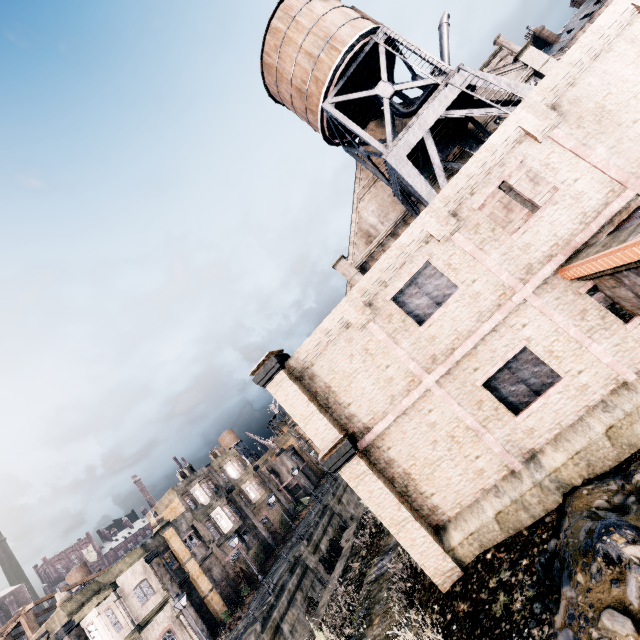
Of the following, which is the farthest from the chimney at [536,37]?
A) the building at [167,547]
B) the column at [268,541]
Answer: the building at [167,547]

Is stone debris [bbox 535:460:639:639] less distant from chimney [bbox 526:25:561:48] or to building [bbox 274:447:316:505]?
building [bbox 274:447:316:505]

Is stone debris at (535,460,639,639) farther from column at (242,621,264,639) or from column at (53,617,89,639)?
column at (53,617,89,639)

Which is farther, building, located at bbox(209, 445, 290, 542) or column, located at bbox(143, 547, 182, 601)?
building, located at bbox(209, 445, 290, 542)

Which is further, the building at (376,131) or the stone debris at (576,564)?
the building at (376,131)

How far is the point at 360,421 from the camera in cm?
1299

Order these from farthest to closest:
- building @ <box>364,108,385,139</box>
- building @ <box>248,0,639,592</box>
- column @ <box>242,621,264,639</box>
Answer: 1. building @ <box>364,108,385,139</box>
2. column @ <box>242,621,264,639</box>
3. building @ <box>248,0,639,592</box>

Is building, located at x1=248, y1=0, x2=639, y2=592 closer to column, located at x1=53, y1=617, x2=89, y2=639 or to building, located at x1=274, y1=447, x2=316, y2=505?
column, located at x1=53, y1=617, x2=89, y2=639
